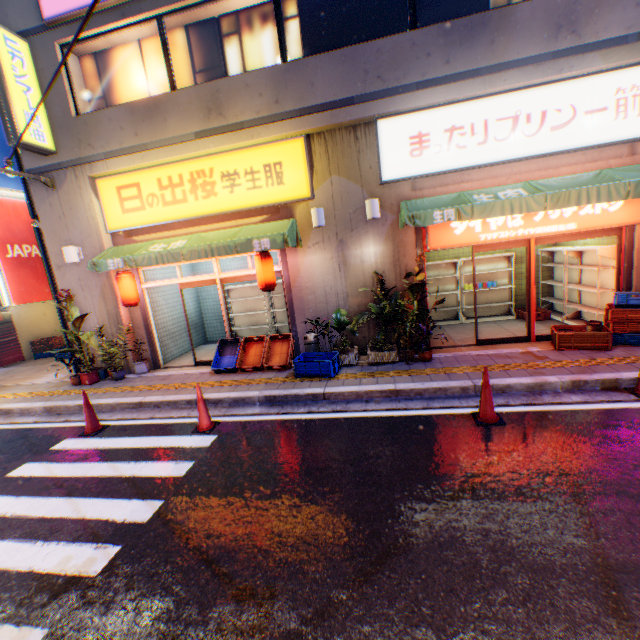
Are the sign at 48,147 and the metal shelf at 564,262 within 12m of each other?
no

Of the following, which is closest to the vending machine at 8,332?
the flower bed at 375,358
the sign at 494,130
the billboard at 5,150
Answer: the billboard at 5,150

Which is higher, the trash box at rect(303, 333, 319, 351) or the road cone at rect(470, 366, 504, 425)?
the trash box at rect(303, 333, 319, 351)

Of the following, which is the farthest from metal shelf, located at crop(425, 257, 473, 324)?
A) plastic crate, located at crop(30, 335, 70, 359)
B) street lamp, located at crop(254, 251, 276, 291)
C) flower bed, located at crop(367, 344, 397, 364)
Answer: plastic crate, located at crop(30, 335, 70, 359)

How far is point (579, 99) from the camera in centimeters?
625cm

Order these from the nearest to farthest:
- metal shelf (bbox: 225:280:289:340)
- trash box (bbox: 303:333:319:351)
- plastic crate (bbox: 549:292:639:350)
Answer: plastic crate (bbox: 549:292:639:350) → trash box (bbox: 303:333:319:351) → metal shelf (bbox: 225:280:289:340)

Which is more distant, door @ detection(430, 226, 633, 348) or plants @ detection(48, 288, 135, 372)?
plants @ detection(48, 288, 135, 372)

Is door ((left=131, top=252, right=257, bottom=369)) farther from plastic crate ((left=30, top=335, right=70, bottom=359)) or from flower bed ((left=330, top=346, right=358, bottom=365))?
plastic crate ((left=30, top=335, right=70, bottom=359))
